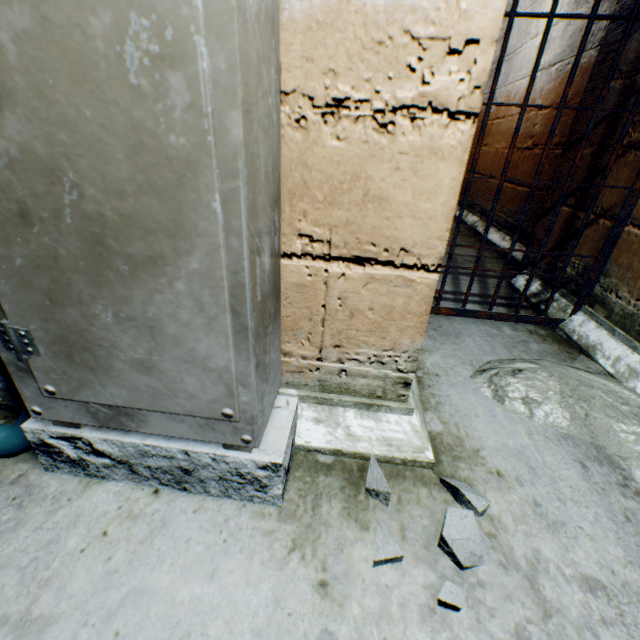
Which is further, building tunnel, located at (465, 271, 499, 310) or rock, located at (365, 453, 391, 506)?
building tunnel, located at (465, 271, 499, 310)

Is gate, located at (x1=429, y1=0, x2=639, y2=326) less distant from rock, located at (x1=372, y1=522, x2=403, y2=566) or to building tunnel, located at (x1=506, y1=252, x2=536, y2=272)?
building tunnel, located at (x1=506, y1=252, x2=536, y2=272)

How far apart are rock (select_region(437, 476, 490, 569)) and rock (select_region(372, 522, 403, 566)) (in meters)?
0.12

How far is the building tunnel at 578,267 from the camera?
1.78m

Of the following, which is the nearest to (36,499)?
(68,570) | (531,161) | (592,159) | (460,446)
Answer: (68,570)

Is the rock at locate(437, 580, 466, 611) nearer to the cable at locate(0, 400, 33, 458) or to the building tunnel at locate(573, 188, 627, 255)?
the building tunnel at locate(573, 188, 627, 255)

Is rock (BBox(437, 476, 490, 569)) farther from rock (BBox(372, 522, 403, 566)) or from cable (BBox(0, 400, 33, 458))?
cable (BBox(0, 400, 33, 458))

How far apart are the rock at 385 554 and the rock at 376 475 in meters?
0.1
